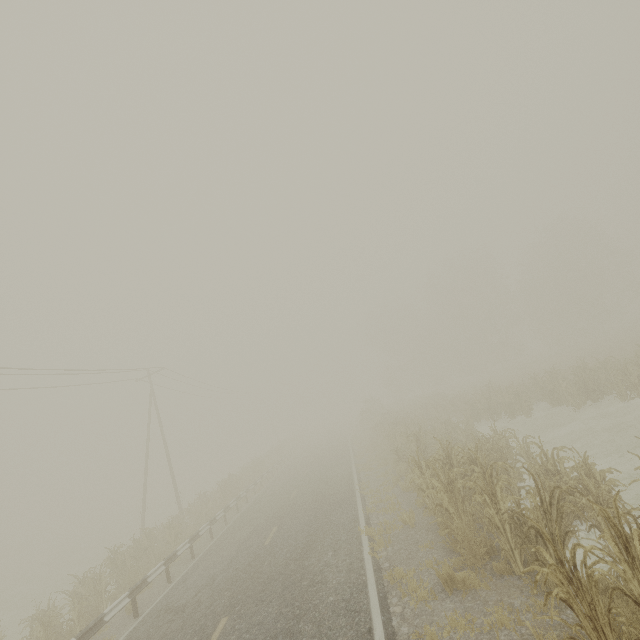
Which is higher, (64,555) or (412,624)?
(412,624)

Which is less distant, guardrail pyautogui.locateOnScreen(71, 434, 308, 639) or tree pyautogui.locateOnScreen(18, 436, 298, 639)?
guardrail pyautogui.locateOnScreen(71, 434, 308, 639)

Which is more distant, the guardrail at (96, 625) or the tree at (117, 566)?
the tree at (117, 566)
